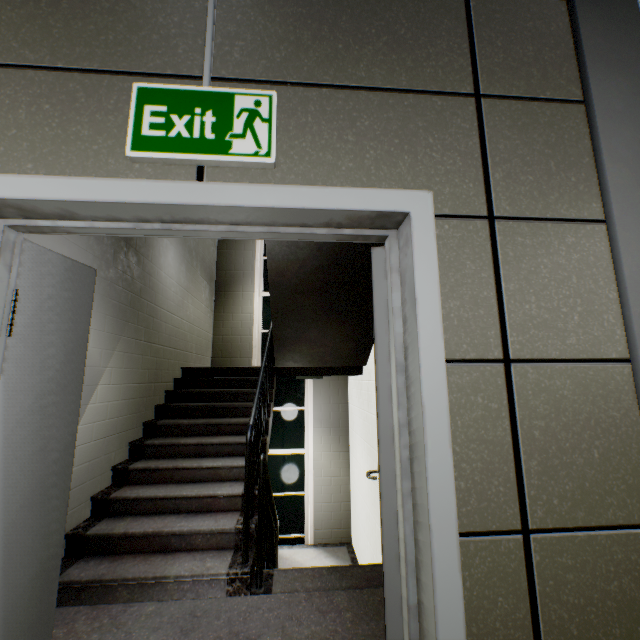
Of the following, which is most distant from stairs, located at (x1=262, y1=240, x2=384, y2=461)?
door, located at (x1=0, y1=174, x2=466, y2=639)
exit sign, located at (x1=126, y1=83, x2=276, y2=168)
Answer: exit sign, located at (x1=126, y1=83, x2=276, y2=168)

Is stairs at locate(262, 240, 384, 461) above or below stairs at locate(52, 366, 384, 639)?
above

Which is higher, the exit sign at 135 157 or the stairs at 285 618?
the exit sign at 135 157

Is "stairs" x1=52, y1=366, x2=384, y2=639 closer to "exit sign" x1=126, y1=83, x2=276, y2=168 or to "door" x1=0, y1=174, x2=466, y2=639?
"door" x1=0, y1=174, x2=466, y2=639

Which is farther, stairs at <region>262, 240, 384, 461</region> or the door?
stairs at <region>262, 240, 384, 461</region>

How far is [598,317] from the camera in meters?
1.1

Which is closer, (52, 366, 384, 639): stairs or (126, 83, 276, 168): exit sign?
(126, 83, 276, 168): exit sign

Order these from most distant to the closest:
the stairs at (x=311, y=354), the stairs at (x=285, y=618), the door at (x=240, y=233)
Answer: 1. the stairs at (x=311, y=354)
2. the stairs at (x=285, y=618)
3. the door at (x=240, y=233)
